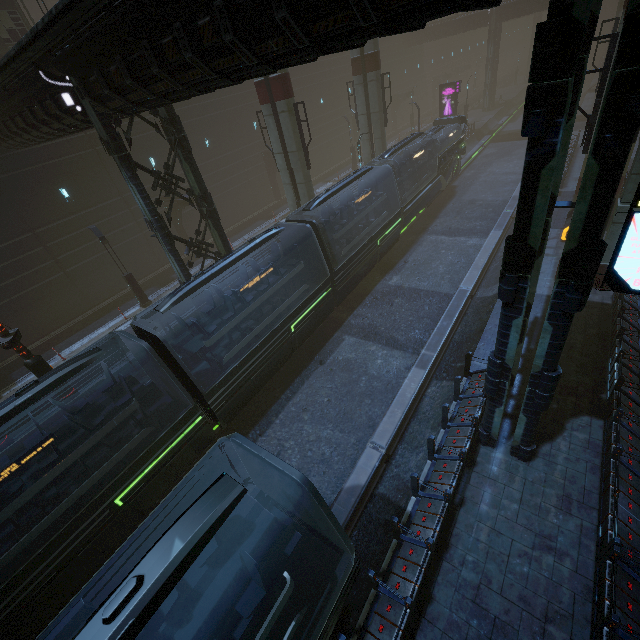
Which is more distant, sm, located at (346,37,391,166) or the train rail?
sm, located at (346,37,391,166)

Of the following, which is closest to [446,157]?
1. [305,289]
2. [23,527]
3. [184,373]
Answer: [305,289]

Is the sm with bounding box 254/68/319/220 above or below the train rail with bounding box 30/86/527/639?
above

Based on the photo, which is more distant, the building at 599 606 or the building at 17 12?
the building at 17 12

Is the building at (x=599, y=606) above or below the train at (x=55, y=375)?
below

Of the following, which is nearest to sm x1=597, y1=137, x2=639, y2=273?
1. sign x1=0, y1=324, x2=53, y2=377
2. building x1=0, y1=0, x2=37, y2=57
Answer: building x1=0, y1=0, x2=37, y2=57

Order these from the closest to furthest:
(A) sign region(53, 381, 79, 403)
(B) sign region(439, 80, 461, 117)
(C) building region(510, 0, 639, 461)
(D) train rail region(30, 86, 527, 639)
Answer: (C) building region(510, 0, 639, 461) → (D) train rail region(30, 86, 527, 639) → (A) sign region(53, 381, 79, 403) → (B) sign region(439, 80, 461, 117)

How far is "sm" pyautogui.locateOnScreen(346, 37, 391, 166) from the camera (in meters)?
22.97
